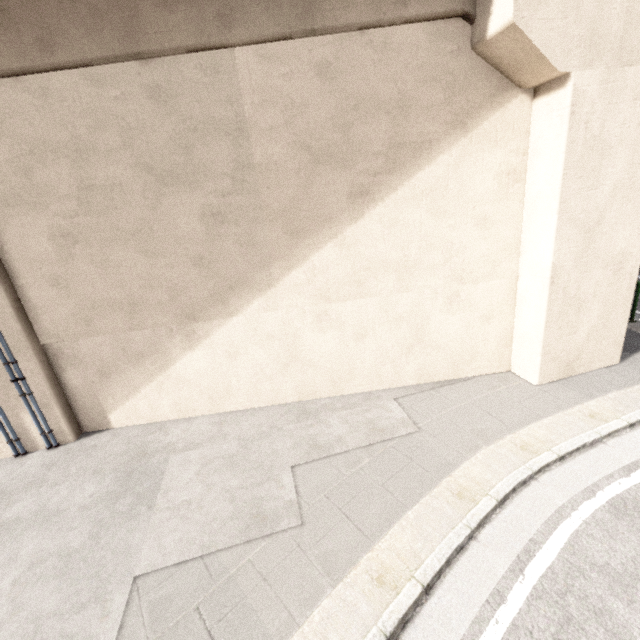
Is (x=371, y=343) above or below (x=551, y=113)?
below

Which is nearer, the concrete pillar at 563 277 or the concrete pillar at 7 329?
the concrete pillar at 563 277

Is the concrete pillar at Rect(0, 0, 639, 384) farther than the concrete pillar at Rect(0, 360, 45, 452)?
No
